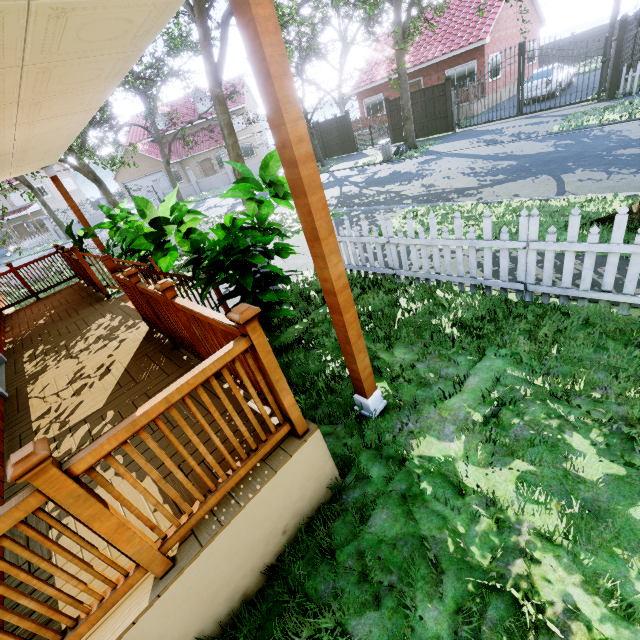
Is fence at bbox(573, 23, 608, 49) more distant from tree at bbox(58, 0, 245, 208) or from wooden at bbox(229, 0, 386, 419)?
wooden at bbox(229, 0, 386, 419)

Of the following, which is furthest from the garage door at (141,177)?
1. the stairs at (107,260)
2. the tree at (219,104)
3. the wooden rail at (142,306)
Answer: the wooden rail at (142,306)

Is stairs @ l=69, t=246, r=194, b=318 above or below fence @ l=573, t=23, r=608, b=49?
below

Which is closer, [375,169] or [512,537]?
[512,537]

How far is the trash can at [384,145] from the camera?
16.59m

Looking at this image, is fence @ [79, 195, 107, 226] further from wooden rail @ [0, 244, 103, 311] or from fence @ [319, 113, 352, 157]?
wooden rail @ [0, 244, 103, 311]

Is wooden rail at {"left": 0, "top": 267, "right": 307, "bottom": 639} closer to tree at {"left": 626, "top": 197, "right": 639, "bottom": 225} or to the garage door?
tree at {"left": 626, "top": 197, "right": 639, "bottom": 225}

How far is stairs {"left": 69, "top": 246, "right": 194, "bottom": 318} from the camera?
4.3 meters
